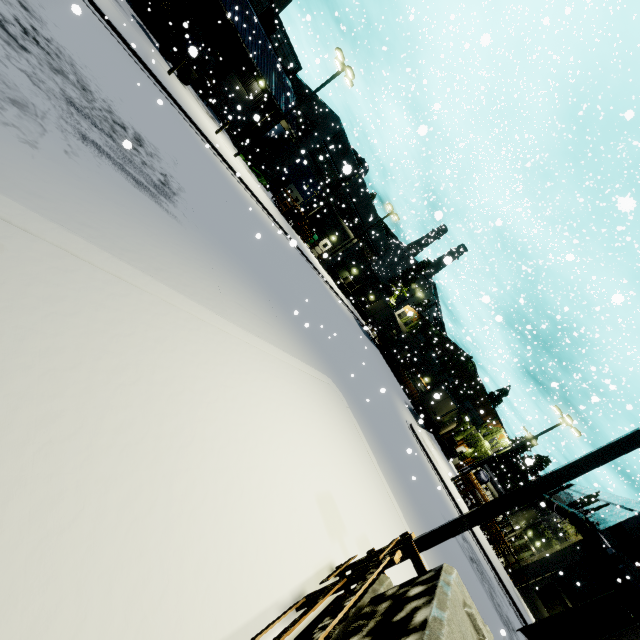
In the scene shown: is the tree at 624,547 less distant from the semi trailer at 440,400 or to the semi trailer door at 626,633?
the semi trailer at 440,400

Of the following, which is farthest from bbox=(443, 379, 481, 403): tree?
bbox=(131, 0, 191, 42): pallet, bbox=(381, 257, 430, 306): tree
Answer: bbox=(131, 0, 191, 42): pallet

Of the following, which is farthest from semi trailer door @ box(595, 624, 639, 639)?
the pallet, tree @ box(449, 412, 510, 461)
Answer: the pallet

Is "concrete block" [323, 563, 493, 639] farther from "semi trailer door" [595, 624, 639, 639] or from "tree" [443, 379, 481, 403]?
"tree" [443, 379, 481, 403]

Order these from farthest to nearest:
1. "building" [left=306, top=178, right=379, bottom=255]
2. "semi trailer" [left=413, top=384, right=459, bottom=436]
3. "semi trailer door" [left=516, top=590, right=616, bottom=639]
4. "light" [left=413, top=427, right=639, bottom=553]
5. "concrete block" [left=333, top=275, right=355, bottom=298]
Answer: "concrete block" [left=333, top=275, right=355, bottom=298], "building" [left=306, top=178, right=379, bottom=255], "semi trailer" [left=413, top=384, right=459, bottom=436], "semi trailer door" [left=516, top=590, right=616, bottom=639], "light" [left=413, top=427, right=639, bottom=553]

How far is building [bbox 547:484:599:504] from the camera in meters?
33.1 m

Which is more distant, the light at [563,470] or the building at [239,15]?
the building at [239,15]

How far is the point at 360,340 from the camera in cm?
2983
